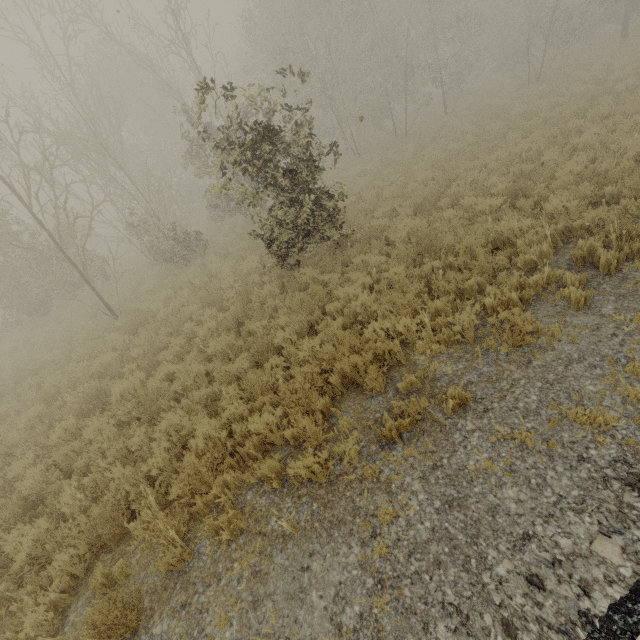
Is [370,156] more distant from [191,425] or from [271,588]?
[271,588]
